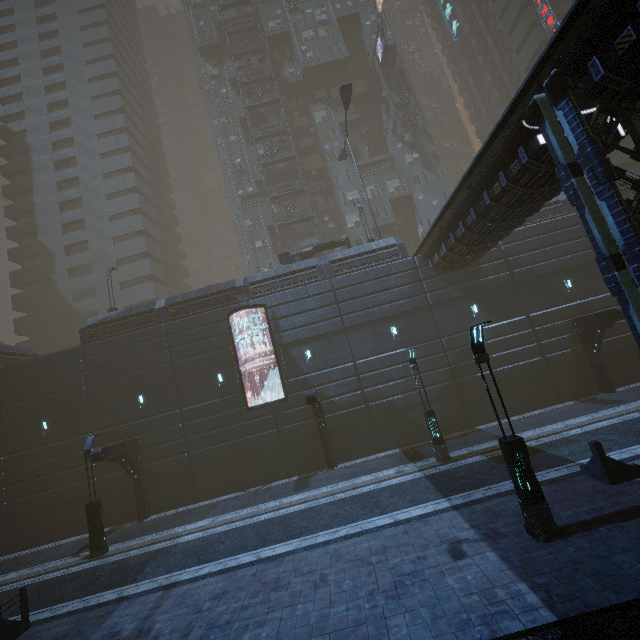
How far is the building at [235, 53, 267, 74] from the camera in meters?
41.0 m

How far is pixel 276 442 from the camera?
20.6 meters

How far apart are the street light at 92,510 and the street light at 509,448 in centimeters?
1825cm

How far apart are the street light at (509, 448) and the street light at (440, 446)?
6.71m

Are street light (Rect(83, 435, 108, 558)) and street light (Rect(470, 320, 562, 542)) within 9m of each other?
no

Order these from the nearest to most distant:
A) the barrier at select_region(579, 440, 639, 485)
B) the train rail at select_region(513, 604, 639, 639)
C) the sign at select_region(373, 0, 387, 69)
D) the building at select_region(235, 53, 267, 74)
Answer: the train rail at select_region(513, 604, 639, 639) → the barrier at select_region(579, 440, 639, 485) → the sign at select_region(373, 0, 387, 69) → the building at select_region(235, 53, 267, 74)

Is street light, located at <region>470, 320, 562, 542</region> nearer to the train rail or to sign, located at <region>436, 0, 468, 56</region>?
the train rail

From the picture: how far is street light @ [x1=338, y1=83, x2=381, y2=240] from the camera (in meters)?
24.30
